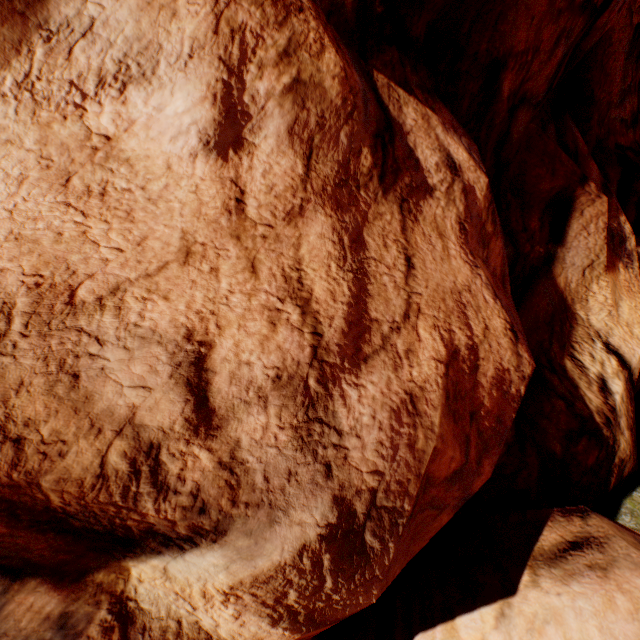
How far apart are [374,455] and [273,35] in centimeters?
291cm
